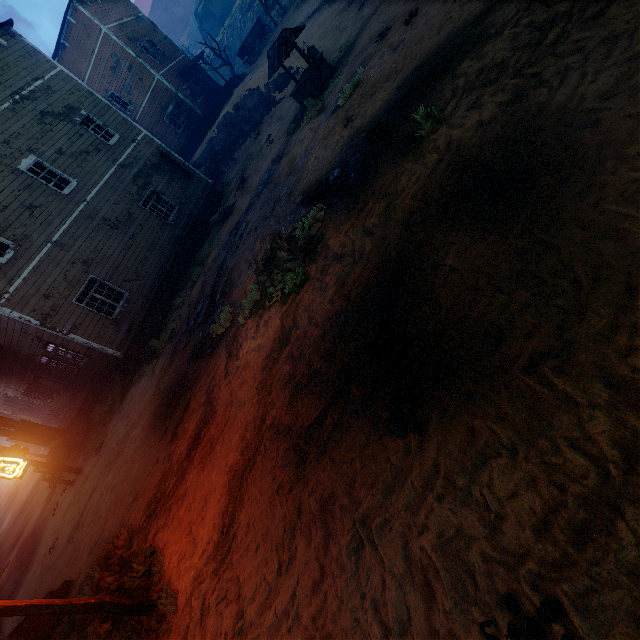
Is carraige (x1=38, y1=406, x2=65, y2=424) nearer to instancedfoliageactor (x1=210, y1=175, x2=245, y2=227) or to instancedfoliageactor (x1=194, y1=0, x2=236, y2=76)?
instancedfoliageactor (x1=210, y1=175, x2=245, y2=227)

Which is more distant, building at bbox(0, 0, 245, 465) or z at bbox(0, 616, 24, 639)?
building at bbox(0, 0, 245, 465)

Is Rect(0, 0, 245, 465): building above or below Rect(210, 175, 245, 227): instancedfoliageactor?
above

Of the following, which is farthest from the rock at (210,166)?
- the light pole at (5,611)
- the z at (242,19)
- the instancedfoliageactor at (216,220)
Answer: the light pole at (5,611)

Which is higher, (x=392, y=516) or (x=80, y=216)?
(x=80, y=216)

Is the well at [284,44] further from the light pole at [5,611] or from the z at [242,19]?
the light pole at [5,611]

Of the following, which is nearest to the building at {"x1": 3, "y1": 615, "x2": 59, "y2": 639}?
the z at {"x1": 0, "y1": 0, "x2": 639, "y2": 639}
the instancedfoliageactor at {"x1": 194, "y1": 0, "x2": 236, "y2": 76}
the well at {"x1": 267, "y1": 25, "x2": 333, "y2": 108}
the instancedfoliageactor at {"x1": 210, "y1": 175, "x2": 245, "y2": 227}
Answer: the z at {"x1": 0, "y1": 0, "x2": 639, "y2": 639}

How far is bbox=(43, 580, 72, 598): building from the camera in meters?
7.5
